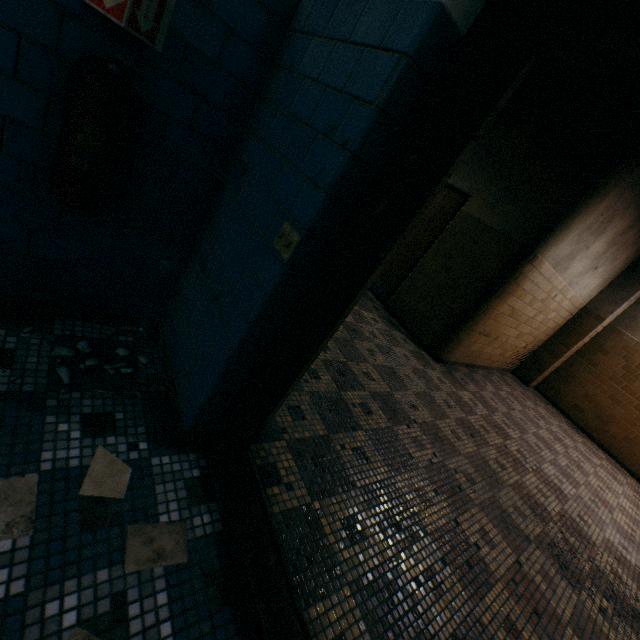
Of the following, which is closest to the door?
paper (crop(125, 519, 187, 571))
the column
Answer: the column

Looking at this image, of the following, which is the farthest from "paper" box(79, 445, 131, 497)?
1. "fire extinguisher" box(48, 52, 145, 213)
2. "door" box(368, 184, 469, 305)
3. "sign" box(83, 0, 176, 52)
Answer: "door" box(368, 184, 469, 305)

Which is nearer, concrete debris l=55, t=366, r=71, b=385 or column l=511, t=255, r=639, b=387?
concrete debris l=55, t=366, r=71, b=385

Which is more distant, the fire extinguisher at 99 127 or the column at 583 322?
the column at 583 322

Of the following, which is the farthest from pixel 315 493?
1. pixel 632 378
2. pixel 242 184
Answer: pixel 632 378

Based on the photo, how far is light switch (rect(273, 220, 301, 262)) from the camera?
1.2 meters

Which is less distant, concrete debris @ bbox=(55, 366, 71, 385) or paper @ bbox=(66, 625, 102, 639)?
paper @ bbox=(66, 625, 102, 639)

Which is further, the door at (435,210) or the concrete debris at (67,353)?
the door at (435,210)
